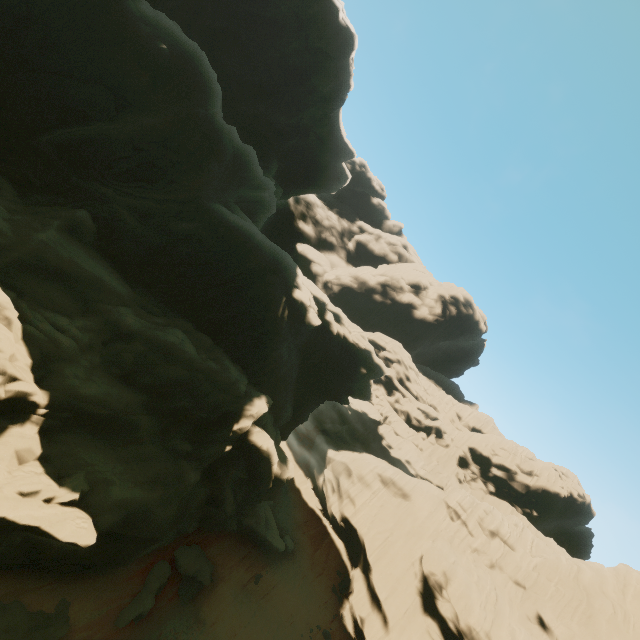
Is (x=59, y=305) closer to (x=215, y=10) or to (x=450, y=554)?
(x=215, y=10)

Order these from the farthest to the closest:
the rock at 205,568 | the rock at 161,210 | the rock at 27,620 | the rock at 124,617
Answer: the rock at 205,568 → the rock at 124,617 → the rock at 161,210 → the rock at 27,620

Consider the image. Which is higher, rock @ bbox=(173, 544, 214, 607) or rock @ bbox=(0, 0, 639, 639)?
rock @ bbox=(0, 0, 639, 639)

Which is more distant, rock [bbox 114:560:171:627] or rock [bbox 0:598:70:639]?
rock [bbox 114:560:171:627]

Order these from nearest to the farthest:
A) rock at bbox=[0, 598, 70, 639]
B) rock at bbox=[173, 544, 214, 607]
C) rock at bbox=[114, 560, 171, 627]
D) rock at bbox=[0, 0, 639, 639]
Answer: rock at bbox=[0, 598, 70, 639], rock at bbox=[0, 0, 639, 639], rock at bbox=[114, 560, 171, 627], rock at bbox=[173, 544, 214, 607]

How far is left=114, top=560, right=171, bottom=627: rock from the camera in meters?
16.6 m

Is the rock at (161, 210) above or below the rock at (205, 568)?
above
